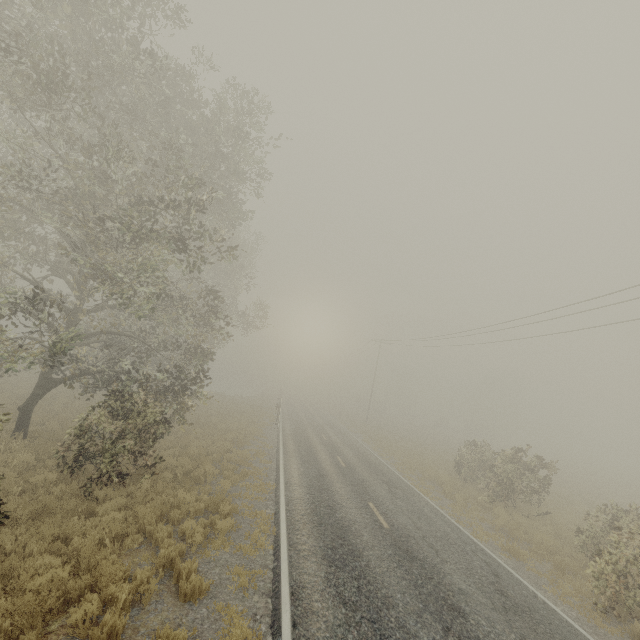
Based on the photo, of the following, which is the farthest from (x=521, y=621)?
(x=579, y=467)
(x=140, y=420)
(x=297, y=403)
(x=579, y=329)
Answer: (x=297, y=403)

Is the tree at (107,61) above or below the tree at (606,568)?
above

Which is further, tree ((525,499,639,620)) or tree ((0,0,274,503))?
tree ((0,0,274,503))

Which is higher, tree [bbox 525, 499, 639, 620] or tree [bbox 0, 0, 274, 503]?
tree [bbox 0, 0, 274, 503]

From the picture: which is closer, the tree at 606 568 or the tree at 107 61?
the tree at 606 568
